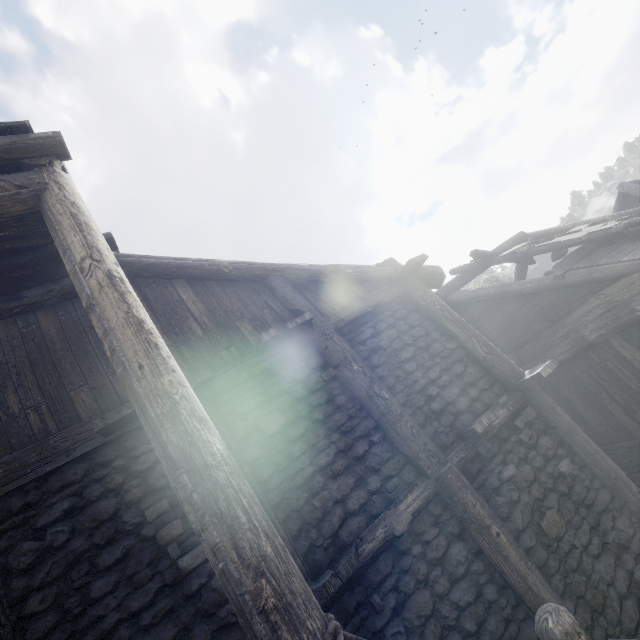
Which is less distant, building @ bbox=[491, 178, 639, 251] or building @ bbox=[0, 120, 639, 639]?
building @ bbox=[0, 120, 639, 639]

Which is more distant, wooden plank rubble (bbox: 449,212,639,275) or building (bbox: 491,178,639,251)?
building (bbox: 491,178,639,251)

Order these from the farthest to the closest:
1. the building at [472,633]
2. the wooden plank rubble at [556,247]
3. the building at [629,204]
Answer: the building at [629,204], the wooden plank rubble at [556,247], the building at [472,633]

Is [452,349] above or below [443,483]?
above

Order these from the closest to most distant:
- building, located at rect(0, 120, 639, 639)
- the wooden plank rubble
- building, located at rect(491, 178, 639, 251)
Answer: building, located at rect(0, 120, 639, 639), the wooden plank rubble, building, located at rect(491, 178, 639, 251)

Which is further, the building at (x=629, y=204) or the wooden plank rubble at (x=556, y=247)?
the building at (x=629, y=204)
